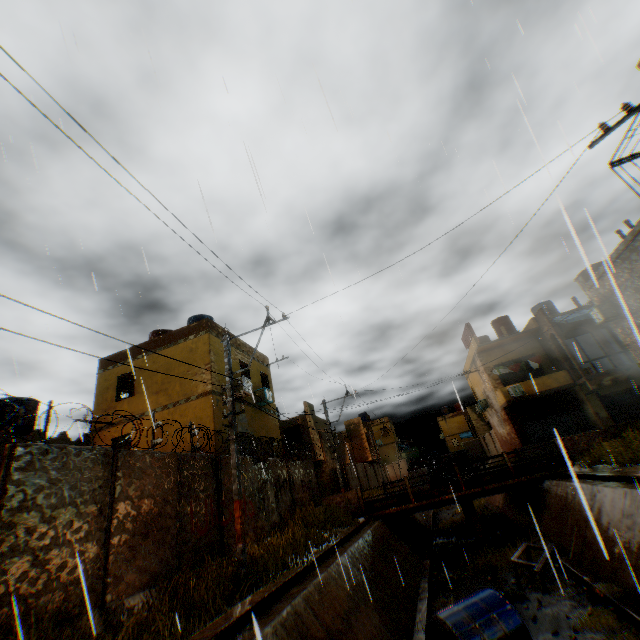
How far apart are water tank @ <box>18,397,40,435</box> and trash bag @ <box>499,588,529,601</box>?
20.0m

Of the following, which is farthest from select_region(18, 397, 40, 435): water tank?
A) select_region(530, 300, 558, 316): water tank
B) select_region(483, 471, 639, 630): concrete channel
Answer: select_region(530, 300, 558, 316): water tank

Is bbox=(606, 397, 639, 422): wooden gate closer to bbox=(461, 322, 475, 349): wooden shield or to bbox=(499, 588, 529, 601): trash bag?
bbox=(461, 322, 475, 349): wooden shield

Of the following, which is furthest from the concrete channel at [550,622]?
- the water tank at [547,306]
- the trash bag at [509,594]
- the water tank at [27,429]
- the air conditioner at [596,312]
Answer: the water tank at [27,429]

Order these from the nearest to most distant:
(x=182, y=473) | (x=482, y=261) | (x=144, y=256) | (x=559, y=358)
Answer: (x=144, y=256) < (x=182, y=473) < (x=482, y=261) < (x=559, y=358)

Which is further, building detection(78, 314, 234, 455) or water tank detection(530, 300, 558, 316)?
water tank detection(530, 300, 558, 316)

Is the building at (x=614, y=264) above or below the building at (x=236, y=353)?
below

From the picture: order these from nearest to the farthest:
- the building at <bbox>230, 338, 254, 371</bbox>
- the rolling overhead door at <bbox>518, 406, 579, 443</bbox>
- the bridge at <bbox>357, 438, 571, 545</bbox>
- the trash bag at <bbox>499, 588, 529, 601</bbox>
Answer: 1. the trash bag at <bbox>499, 588, 529, 601</bbox>
2. the bridge at <bbox>357, 438, 571, 545</bbox>
3. the building at <bbox>230, 338, 254, 371</bbox>
4. the rolling overhead door at <bbox>518, 406, 579, 443</bbox>
